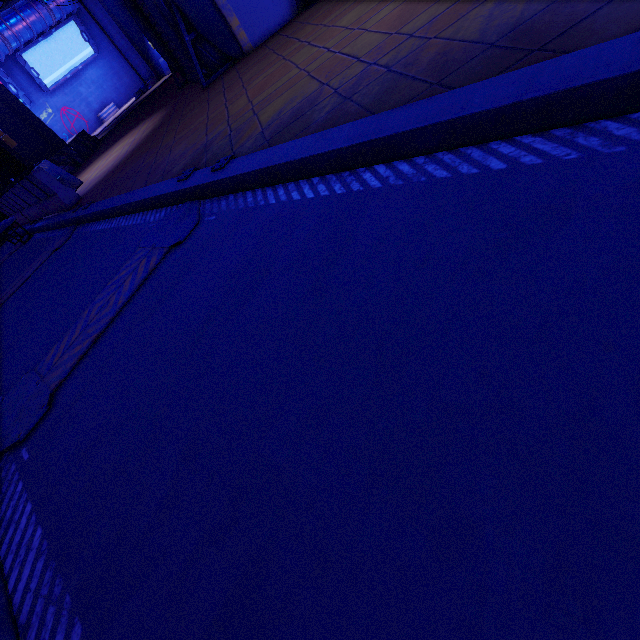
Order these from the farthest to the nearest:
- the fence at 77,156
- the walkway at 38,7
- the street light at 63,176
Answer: the walkway at 38,7, the fence at 77,156, the street light at 63,176

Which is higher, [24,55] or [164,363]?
[24,55]

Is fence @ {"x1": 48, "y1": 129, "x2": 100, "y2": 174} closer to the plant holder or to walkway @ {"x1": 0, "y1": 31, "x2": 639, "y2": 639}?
walkway @ {"x1": 0, "y1": 31, "x2": 639, "y2": 639}

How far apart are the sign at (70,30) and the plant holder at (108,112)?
3.40m

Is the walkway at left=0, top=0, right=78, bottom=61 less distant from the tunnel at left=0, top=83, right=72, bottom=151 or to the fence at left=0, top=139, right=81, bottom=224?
the tunnel at left=0, top=83, right=72, bottom=151

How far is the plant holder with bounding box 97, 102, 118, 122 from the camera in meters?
33.8

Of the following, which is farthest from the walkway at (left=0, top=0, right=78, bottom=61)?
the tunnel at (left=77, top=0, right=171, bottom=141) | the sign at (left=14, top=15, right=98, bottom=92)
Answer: the tunnel at (left=77, top=0, right=171, bottom=141)

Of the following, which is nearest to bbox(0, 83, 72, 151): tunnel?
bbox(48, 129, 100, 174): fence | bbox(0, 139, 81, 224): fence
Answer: bbox(48, 129, 100, 174): fence
